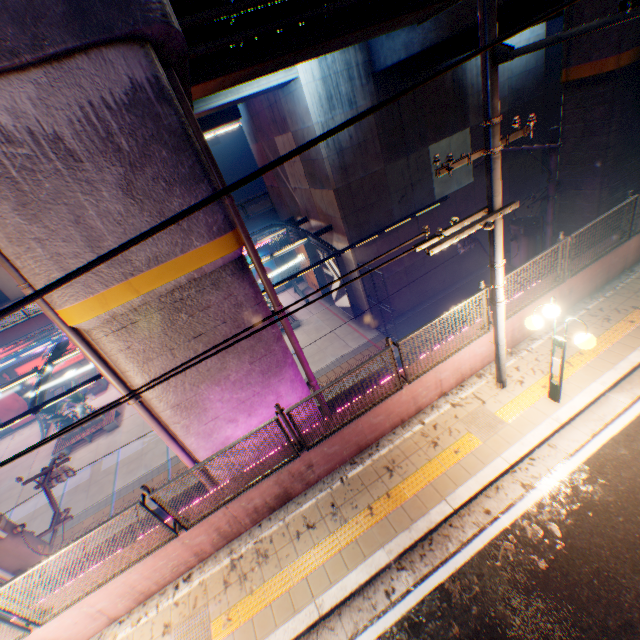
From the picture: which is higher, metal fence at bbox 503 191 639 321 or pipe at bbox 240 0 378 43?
pipe at bbox 240 0 378 43

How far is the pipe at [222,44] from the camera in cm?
757

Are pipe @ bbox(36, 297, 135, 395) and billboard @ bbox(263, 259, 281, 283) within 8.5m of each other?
no

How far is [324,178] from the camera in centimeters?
1638cm

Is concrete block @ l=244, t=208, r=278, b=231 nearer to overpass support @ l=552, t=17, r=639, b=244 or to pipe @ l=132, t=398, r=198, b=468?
overpass support @ l=552, t=17, r=639, b=244

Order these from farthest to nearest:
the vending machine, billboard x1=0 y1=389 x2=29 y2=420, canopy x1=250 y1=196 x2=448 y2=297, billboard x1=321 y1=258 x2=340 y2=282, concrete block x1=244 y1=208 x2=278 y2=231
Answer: concrete block x1=244 y1=208 x2=278 y2=231, the vending machine, billboard x1=0 y1=389 x2=29 y2=420, billboard x1=321 y1=258 x2=340 y2=282, canopy x1=250 y1=196 x2=448 y2=297

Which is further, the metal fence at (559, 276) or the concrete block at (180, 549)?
the metal fence at (559, 276)

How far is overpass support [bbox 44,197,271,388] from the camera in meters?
5.2 m
